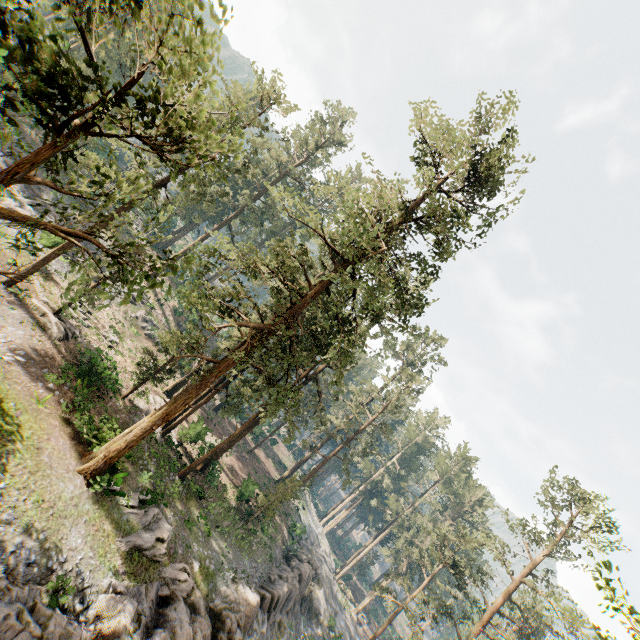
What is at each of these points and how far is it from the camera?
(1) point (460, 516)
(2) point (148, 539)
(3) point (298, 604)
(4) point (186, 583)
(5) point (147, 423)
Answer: (1) foliage, 55.1 meters
(2) foliage, 18.1 meters
(3) rock, 32.9 meters
(4) foliage, 18.9 meters
(5) foliage, 17.8 meters

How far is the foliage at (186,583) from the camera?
18.2 meters

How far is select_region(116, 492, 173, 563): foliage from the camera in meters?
17.5 m

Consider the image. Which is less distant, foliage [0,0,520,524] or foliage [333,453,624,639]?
foliage [0,0,520,524]

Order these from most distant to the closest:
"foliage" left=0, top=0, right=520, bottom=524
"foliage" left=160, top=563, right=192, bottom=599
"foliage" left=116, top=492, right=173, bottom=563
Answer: "foliage" left=160, top=563, right=192, bottom=599 → "foliage" left=116, top=492, right=173, bottom=563 → "foliage" left=0, top=0, right=520, bottom=524

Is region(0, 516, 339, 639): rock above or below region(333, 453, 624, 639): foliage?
below
